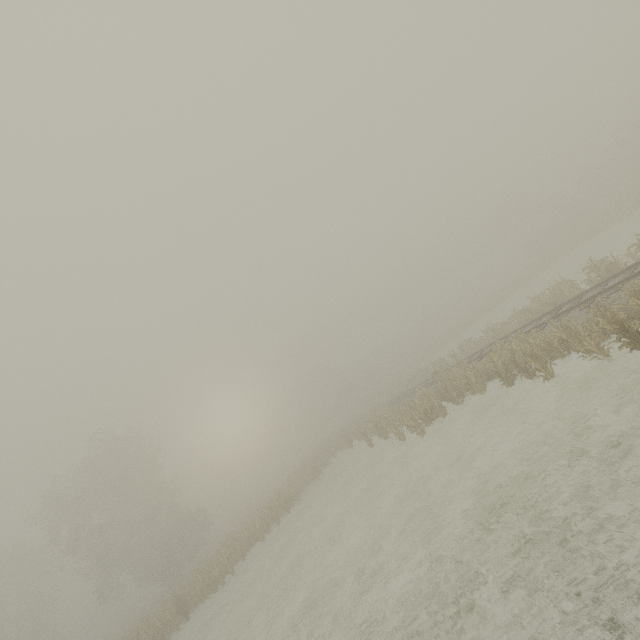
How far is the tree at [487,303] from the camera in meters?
45.1

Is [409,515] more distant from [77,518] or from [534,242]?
[534,242]

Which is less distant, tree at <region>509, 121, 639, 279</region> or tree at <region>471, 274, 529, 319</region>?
tree at <region>509, 121, 639, 279</region>

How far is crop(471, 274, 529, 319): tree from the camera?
45.1m

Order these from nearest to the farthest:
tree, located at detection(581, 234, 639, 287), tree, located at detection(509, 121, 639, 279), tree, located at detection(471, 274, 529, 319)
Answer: tree, located at detection(581, 234, 639, 287)
tree, located at detection(509, 121, 639, 279)
tree, located at detection(471, 274, 529, 319)

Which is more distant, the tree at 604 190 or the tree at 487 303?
the tree at 487 303

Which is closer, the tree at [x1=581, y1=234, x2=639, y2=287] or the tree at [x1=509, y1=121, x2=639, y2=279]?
the tree at [x1=581, y1=234, x2=639, y2=287]

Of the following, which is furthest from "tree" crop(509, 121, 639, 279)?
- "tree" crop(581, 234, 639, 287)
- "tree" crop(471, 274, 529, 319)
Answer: "tree" crop(581, 234, 639, 287)
